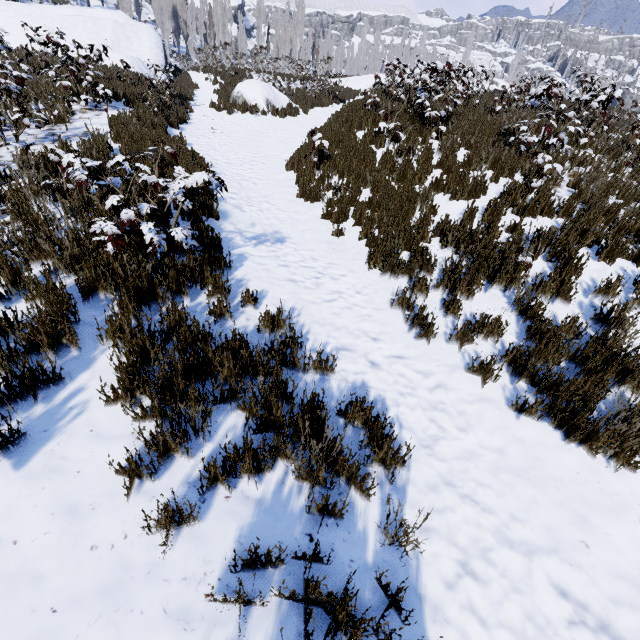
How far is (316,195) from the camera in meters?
7.6 m

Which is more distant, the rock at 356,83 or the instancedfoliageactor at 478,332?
the rock at 356,83

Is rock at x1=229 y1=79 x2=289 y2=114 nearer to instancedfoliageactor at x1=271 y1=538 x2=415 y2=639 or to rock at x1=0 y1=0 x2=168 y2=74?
rock at x1=0 y1=0 x2=168 y2=74

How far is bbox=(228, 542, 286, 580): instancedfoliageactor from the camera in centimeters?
177cm

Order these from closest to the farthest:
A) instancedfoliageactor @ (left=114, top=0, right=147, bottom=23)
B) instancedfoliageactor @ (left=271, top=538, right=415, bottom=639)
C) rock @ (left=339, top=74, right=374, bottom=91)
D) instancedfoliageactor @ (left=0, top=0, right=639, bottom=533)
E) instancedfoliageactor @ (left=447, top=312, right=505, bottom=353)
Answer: instancedfoliageactor @ (left=271, top=538, right=415, bottom=639), instancedfoliageactor @ (left=0, top=0, right=639, bottom=533), instancedfoliageactor @ (left=447, top=312, right=505, bottom=353), rock @ (left=339, top=74, right=374, bottom=91), instancedfoliageactor @ (left=114, top=0, right=147, bottom=23)

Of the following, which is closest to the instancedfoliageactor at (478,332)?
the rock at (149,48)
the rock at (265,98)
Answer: the rock at (149,48)

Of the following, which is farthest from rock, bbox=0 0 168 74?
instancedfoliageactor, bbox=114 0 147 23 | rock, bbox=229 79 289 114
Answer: rock, bbox=229 79 289 114
